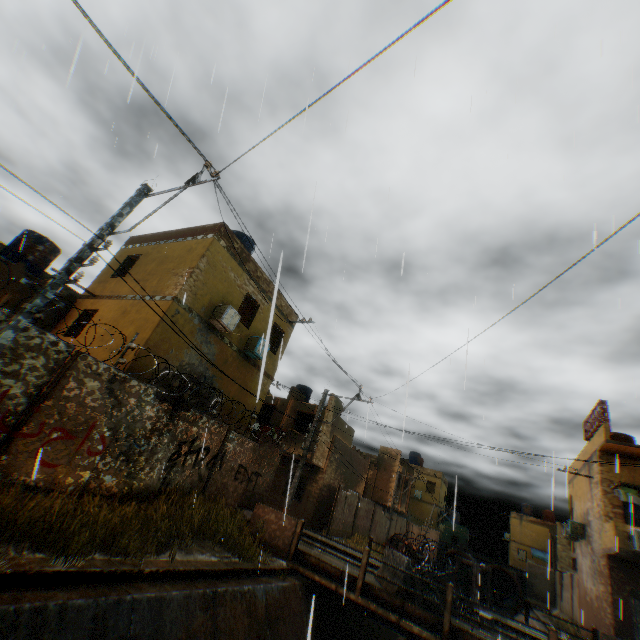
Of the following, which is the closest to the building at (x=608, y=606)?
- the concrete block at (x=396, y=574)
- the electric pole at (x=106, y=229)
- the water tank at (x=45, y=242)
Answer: the concrete block at (x=396, y=574)

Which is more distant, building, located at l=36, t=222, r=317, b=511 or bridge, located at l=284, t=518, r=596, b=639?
building, located at l=36, t=222, r=317, b=511

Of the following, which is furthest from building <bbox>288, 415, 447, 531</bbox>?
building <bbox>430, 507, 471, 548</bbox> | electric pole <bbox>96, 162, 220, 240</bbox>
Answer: electric pole <bbox>96, 162, 220, 240</bbox>

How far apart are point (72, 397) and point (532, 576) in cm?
4437

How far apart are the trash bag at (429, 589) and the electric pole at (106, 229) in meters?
12.2

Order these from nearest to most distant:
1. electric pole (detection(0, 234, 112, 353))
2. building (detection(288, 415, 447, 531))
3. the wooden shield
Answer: electric pole (detection(0, 234, 112, 353)) < the wooden shield < building (detection(288, 415, 447, 531))

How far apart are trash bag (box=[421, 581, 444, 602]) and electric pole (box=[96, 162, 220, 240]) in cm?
1216

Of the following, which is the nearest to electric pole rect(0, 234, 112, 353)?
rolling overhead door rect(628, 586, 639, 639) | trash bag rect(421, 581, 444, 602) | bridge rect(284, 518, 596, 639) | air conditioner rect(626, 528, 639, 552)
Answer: bridge rect(284, 518, 596, 639)
